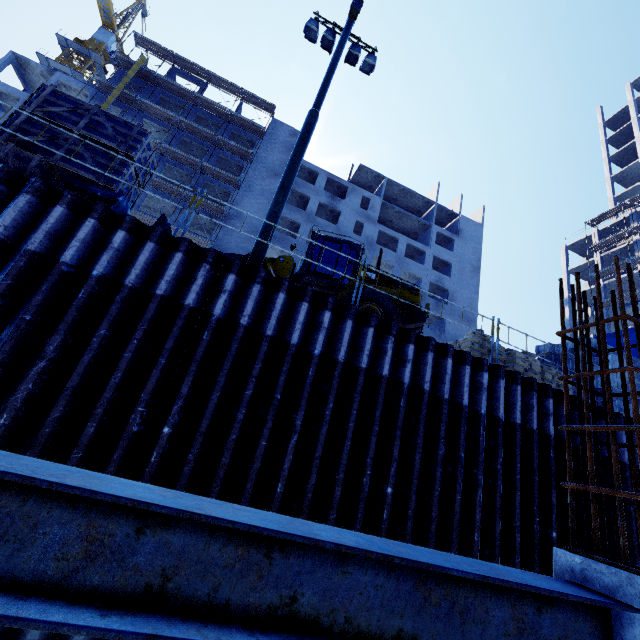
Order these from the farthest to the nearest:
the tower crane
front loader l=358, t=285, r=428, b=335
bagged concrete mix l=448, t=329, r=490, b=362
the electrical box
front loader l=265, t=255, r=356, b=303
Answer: the tower crane
the electrical box
front loader l=265, t=255, r=356, b=303
front loader l=358, t=285, r=428, b=335
bagged concrete mix l=448, t=329, r=490, b=362

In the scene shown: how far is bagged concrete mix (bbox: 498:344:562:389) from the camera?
9.12m

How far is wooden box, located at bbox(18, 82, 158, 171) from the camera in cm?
677

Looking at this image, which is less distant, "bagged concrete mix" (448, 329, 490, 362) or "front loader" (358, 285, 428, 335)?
"bagged concrete mix" (448, 329, 490, 362)

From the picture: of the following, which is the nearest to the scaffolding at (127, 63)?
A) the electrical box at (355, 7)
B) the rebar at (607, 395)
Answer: the electrical box at (355, 7)

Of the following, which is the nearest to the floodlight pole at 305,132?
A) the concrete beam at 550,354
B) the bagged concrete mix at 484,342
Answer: the bagged concrete mix at 484,342

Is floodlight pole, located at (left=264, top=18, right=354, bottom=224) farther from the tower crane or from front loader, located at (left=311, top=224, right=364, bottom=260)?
the tower crane

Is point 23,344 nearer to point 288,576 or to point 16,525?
point 16,525
